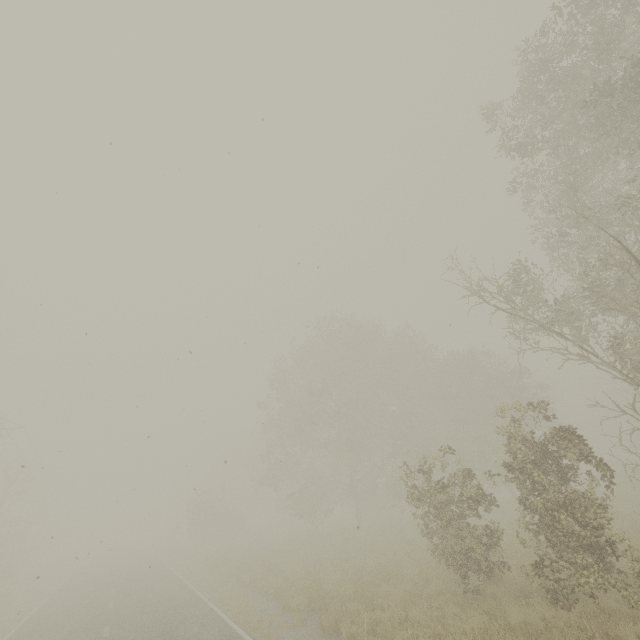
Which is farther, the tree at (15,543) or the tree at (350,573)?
the tree at (15,543)

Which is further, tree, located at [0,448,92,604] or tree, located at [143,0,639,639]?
tree, located at [0,448,92,604]

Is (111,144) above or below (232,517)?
above
